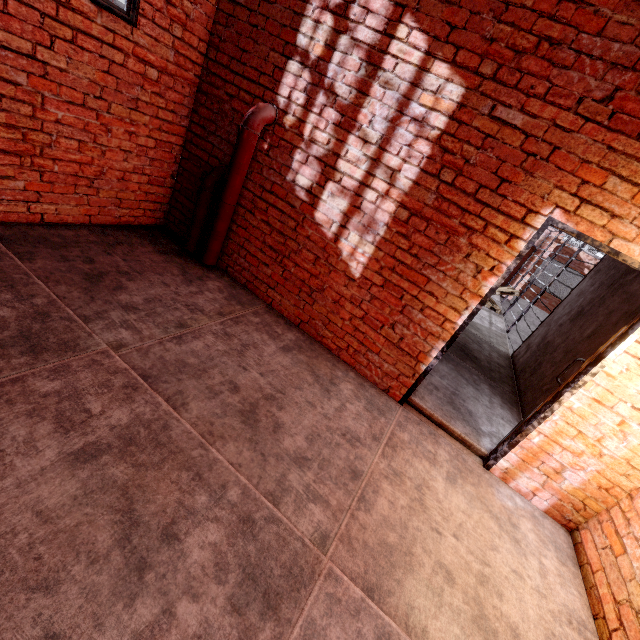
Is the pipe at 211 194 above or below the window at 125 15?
below

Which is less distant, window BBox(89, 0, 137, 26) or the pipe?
window BBox(89, 0, 137, 26)

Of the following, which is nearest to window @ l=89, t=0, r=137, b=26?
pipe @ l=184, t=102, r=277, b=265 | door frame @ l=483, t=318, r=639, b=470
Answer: pipe @ l=184, t=102, r=277, b=265

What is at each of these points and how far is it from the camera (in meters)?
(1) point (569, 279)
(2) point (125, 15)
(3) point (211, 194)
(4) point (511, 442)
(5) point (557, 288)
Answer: (1) window, 14.91
(2) window, 2.91
(3) pipe, 3.73
(4) door frame, 3.11
(5) window, 15.20

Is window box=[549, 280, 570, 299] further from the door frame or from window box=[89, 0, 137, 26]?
window box=[89, 0, 137, 26]

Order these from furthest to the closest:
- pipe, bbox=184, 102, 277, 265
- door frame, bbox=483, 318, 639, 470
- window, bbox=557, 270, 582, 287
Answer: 1. window, bbox=557, 270, 582, 287
2. pipe, bbox=184, 102, 277, 265
3. door frame, bbox=483, 318, 639, 470

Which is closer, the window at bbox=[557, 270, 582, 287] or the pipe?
the pipe

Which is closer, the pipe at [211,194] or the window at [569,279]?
the pipe at [211,194]
